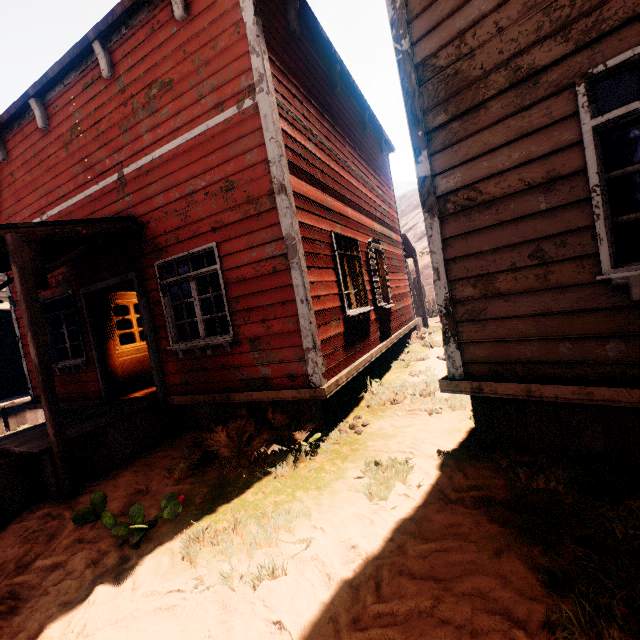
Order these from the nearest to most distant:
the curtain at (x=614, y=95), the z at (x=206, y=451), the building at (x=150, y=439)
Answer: the z at (x=206, y=451) → the curtain at (x=614, y=95) → the building at (x=150, y=439)

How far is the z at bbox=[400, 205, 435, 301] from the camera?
21.7 meters

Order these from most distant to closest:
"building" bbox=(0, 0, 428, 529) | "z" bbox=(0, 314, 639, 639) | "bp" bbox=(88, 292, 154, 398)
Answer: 1. "bp" bbox=(88, 292, 154, 398)
2. "building" bbox=(0, 0, 428, 529)
3. "z" bbox=(0, 314, 639, 639)

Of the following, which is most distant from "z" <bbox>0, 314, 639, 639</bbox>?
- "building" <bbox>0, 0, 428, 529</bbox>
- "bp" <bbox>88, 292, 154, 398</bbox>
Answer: "bp" <bbox>88, 292, 154, 398</bbox>

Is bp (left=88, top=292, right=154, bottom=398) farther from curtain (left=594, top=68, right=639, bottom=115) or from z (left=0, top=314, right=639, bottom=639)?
z (left=0, top=314, right=639, bottom=639)

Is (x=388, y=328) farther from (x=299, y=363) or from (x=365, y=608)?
(x=365, y=608)

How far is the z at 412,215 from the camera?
21.7 meters

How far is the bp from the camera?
6.4 meters
